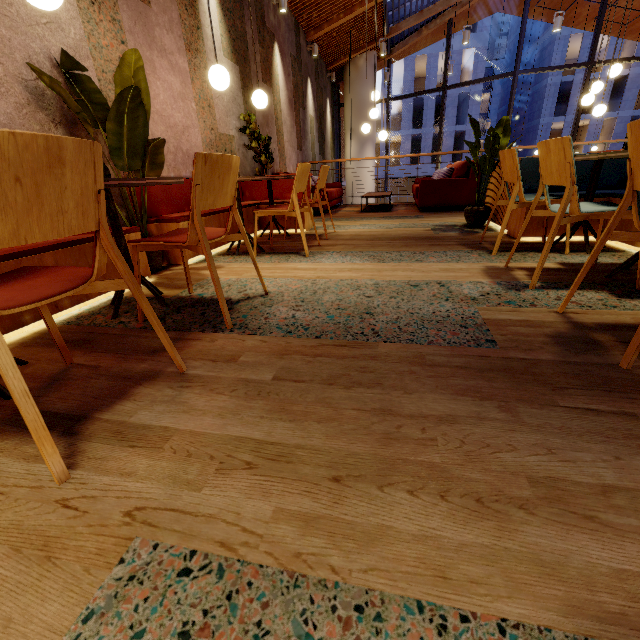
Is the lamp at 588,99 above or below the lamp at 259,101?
above

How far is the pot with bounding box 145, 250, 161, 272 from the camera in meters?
2.9

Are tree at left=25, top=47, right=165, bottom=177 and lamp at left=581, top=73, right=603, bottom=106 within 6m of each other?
no

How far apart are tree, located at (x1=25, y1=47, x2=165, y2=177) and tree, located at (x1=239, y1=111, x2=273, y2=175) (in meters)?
2.30

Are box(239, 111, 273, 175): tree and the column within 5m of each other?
no

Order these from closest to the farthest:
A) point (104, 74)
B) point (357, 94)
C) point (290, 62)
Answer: point (104, 74)
point (290, 62)
point (357, 94)

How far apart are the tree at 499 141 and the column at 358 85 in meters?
9.0

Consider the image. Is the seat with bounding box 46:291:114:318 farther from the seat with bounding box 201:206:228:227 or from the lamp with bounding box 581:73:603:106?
the lamp with bounding box 581:73:603:106
